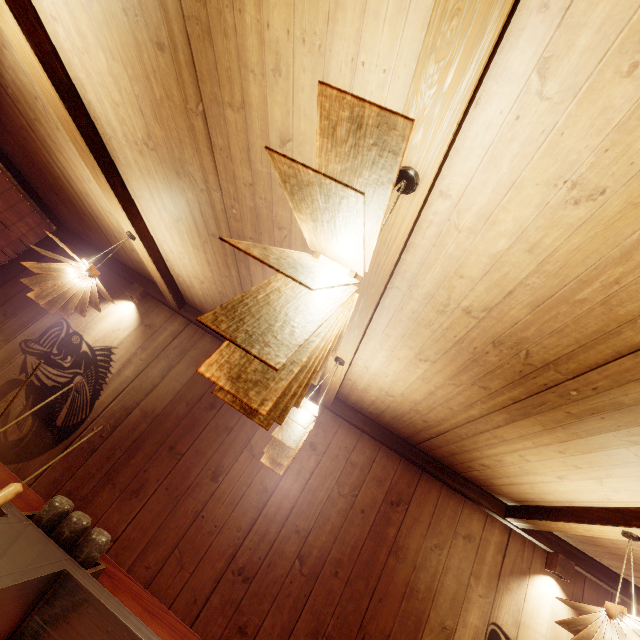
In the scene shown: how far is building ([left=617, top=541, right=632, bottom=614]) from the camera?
4.5 meters

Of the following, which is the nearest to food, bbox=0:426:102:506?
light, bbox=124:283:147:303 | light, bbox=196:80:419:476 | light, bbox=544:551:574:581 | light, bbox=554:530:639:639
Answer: light, bbox=196:80:419:476

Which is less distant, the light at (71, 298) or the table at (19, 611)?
the table at (19, 611)

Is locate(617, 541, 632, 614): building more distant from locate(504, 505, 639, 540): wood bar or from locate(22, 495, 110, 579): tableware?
locate(22, 495, 110, 579): tableware

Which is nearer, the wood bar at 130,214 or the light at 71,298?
the wood bar at 130,214

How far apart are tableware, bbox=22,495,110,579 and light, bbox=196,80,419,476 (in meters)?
2.42

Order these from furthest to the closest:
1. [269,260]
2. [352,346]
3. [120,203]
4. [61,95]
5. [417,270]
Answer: [120,203] → [352,346] → [61,95] → [417,270] → [269,260]

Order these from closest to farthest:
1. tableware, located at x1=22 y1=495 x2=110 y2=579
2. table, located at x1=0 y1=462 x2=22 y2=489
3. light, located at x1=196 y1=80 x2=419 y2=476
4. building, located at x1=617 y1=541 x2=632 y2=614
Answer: light, located at x1=196 y1=80 x2=419 y2=476 < tableware, located at x1=22 y1=495 x2=110 y2=579 < table, located at x1=0 y1=462 x2=22 y2=489 < building, located at x1=617 y1=541 x2=632 y2=614
